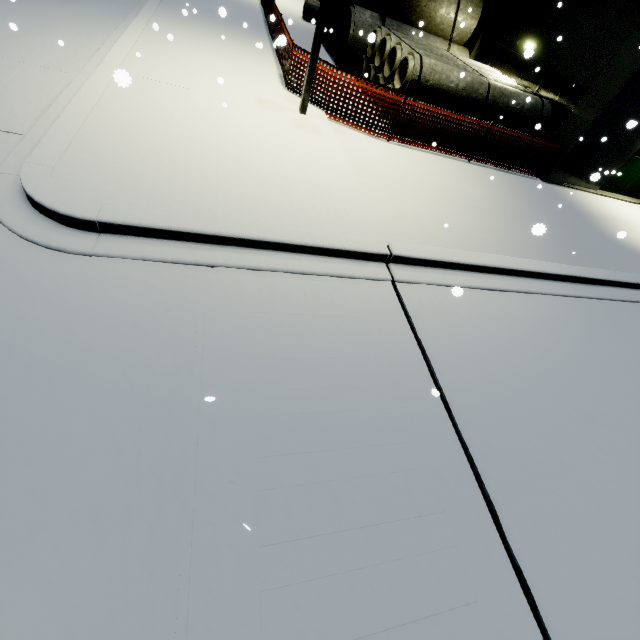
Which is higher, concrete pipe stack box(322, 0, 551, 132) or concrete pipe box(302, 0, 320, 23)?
concrete pipe stack box(322, 0, 551, 132)

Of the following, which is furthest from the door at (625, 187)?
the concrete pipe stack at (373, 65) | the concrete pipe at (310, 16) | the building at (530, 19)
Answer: the concrete pipe at (310, 16)

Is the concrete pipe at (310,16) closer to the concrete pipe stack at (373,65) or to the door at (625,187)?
the concrete pipe stack at (373,65)

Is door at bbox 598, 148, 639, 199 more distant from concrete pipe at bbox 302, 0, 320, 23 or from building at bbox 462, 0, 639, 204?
concrete pipe at bbox 302, 0, 320, 23

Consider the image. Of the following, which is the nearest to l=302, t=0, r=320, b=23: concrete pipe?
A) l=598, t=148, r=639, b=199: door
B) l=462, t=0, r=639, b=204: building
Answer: l=462, t=0, r=639, b=204: building

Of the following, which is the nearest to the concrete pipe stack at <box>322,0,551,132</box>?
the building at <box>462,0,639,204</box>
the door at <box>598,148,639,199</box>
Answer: the building at <box>462,0,639,204</box>

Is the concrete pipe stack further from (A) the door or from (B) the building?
(A) the door

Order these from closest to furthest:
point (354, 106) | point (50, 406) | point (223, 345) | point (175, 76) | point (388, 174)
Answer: point (50, 406)
point (223, 345)
point (175, 76)
point (388, 174)
point (354, 106)
